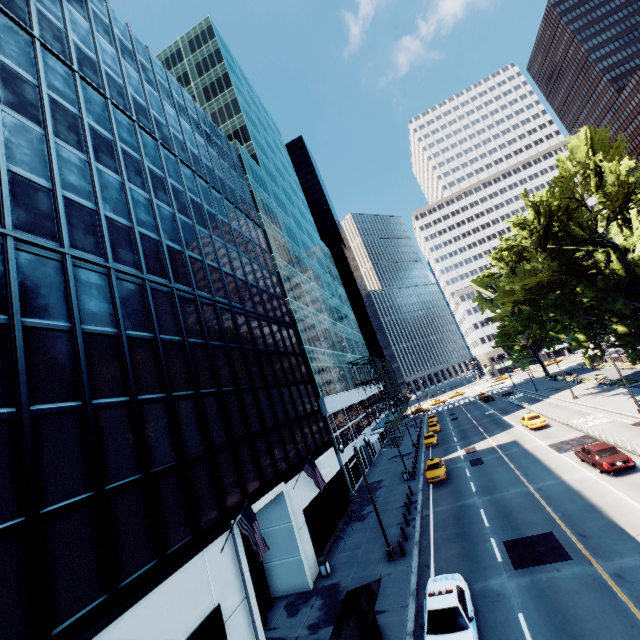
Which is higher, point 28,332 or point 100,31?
point 100,31

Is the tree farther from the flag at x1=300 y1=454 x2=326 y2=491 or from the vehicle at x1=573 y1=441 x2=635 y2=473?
the flag at x1=300 y1=454 x2=326 y2=491

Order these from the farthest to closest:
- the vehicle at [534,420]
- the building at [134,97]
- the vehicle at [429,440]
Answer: the vehicle at [429,440] < the vehicle at [534,420] < the building at [134,97]

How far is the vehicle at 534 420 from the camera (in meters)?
35.62

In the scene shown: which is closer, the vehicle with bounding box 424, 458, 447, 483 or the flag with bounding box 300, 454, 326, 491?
the flag with bounding box 300, 454, 326, 491

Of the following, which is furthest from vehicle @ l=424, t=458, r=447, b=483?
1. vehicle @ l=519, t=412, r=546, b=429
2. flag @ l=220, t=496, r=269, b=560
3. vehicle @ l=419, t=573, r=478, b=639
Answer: flag @ l=220, t=496, r=269, b=560

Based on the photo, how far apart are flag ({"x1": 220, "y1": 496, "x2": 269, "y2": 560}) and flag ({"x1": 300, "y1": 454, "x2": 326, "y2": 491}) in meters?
8.0

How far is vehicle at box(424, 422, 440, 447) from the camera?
44.8 meters
